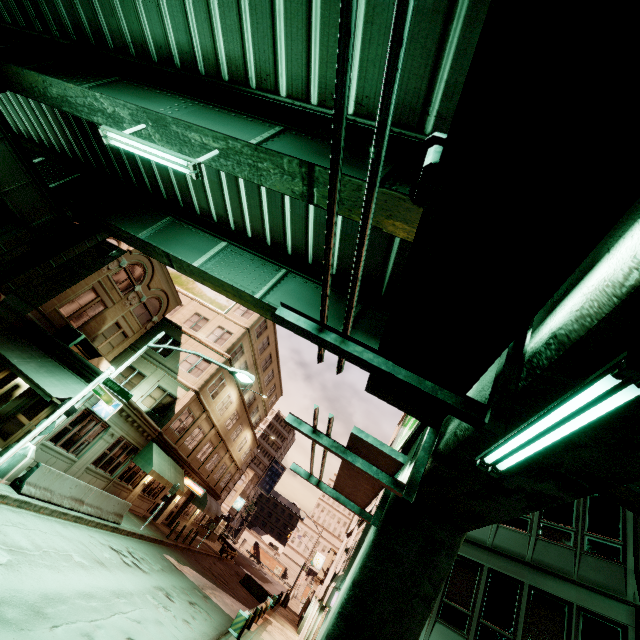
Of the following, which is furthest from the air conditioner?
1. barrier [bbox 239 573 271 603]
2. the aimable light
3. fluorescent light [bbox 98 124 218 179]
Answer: barrier [bbox 239 573 271 603]

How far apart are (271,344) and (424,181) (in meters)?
33.16

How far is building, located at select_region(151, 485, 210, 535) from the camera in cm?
2745

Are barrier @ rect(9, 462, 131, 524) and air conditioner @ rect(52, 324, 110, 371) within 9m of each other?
yes

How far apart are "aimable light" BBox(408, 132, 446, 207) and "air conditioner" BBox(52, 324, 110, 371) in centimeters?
2197cm

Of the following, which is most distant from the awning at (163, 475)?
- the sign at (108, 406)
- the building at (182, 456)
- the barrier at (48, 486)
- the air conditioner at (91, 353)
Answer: the sign at (108, 406)

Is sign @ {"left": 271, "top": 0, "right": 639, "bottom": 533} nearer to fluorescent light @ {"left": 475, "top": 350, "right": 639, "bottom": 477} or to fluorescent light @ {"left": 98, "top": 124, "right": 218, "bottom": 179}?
fluorescent light @ {"left": 475, "top": 350, "right": 639, "bottom": 477}

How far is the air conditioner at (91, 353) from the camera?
18.7m
